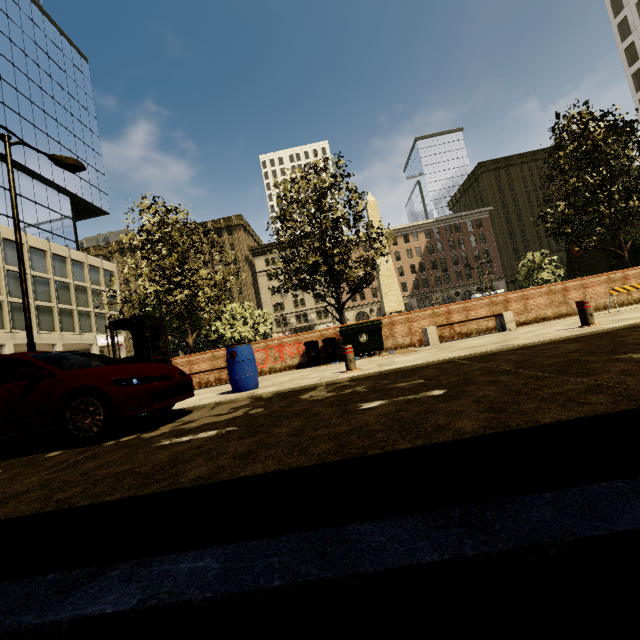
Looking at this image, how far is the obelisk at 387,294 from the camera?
24.77m

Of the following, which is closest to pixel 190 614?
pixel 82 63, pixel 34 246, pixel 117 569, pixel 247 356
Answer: pixel 117 569

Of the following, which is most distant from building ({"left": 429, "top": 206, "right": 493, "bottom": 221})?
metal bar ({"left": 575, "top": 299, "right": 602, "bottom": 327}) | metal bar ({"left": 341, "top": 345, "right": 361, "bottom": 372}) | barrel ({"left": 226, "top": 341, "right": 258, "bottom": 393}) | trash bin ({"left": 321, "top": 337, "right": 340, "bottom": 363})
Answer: metal bar ({"left": 575, "top": 299, "right": 602, "bottom": 327})

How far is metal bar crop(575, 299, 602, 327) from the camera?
6.6 meters

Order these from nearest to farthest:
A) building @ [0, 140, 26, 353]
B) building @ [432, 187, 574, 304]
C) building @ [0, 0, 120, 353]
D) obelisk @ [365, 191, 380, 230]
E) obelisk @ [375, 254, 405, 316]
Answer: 1. obelisk @ [375, 254, 405, 316]
2. obelisk @ [365, 191, 380, 230]
3. building @ [0, 140, 26, 353]
4. building @ [0, 0, 120, 353]
5. building @ [432, 187, 574, 304]

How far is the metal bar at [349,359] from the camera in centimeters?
679cm

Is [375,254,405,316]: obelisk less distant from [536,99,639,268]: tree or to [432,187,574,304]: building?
[536,99,639,268]: tree

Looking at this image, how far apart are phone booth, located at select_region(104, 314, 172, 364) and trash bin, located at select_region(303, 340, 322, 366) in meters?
4.8 m
